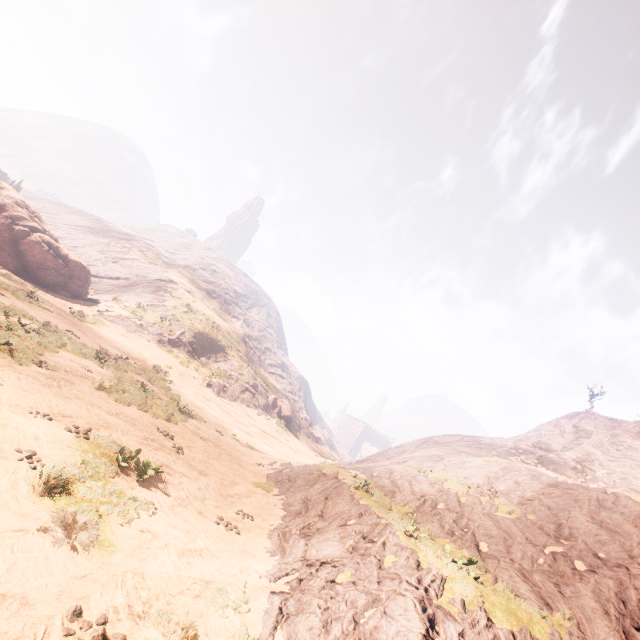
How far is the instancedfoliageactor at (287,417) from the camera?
43.7m

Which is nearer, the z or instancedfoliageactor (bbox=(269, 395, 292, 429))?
the z

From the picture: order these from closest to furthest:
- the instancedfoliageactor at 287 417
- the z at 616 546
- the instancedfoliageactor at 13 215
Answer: the z at 616 546 → the instancedfoliageactor at 13 215 → the instancedfoliageactor at 287 417

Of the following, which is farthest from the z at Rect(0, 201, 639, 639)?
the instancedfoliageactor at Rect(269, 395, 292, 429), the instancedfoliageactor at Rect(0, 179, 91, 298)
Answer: the instancedfoliageactor at Rect(0, 179, 91, 298)

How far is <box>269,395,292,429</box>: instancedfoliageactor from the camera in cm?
4369

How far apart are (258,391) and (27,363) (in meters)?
31.41

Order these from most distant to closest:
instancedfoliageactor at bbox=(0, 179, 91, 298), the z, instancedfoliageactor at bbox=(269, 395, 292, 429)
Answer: instancedfoliageactor at bbox=(269, 395, 292, 429)
instancedfoliageactor at bbox=(0, 179, 91, 298)
the z
